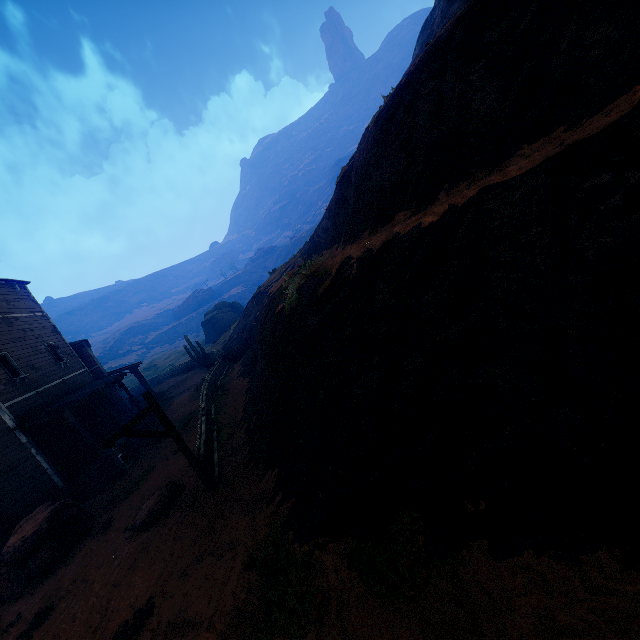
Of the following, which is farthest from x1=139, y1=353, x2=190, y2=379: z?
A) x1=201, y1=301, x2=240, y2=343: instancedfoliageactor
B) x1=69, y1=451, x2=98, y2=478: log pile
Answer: x1=201, y1=301, x2=240, y2=343: instancedfoliageactor

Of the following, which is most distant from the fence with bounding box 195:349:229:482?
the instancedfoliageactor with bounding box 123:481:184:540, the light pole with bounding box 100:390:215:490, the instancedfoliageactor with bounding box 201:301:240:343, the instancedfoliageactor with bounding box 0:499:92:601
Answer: the instancedfoliageactor with bounding box 201:301:240:343

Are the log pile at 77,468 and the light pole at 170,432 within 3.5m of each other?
no

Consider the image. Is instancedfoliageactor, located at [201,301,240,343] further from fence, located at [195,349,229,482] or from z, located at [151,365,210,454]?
fence, located at [195,349,229,482]

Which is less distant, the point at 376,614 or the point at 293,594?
the point at 376,614

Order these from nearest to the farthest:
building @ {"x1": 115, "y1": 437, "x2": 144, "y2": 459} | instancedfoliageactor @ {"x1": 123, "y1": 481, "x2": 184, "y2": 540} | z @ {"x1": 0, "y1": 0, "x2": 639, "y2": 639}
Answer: z @ {"x1": 0, "y1": 0, "x2": 639, "y2": 639}, instancedfoliageactor @ {"x1": 123, "y1": 481, "x2": 184, "y2": 540}, building @ {"x1": 115, "y1": 437, "x2": 144, "y2": 459}

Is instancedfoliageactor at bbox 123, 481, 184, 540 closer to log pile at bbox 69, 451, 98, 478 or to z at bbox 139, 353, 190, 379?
z at bbox 139, 353, 190, 379

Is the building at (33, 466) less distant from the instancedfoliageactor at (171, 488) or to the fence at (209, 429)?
the fence at (209, 429)
